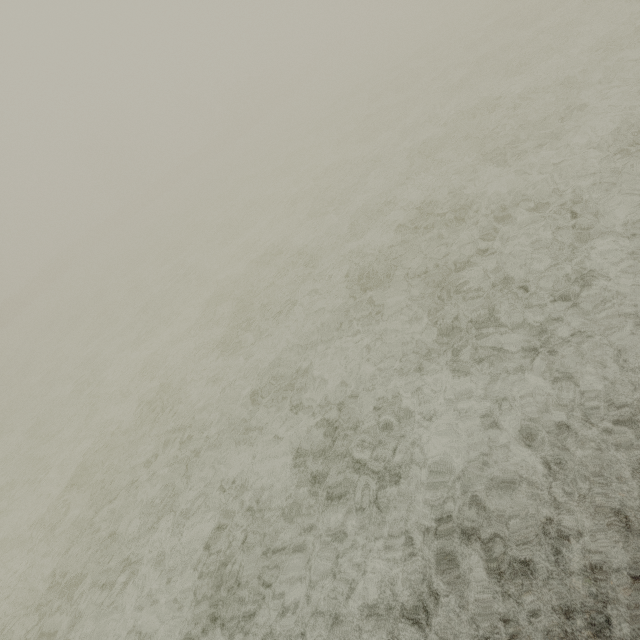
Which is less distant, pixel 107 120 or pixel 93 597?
pixel 93 597
